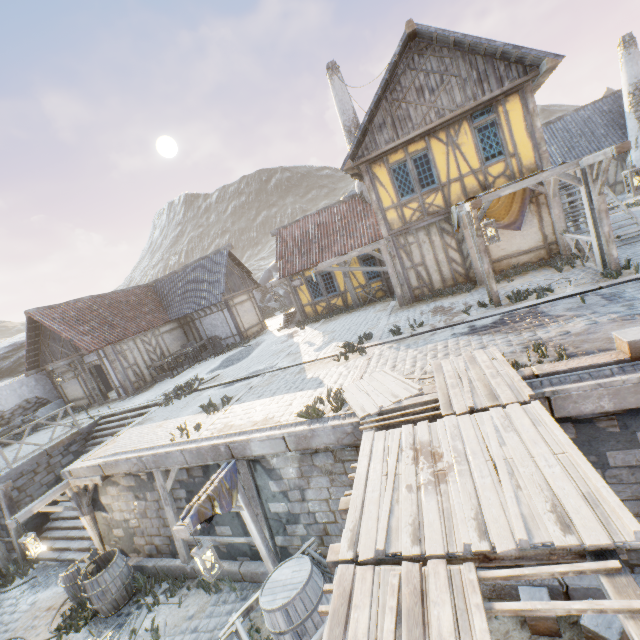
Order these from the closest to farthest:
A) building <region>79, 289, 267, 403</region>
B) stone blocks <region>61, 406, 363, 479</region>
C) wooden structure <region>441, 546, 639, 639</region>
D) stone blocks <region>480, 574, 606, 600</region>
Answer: wooden structure <region>441, 546, 639, 639</region>
stone blocks <region>480, 574, 606, 600</region>
stone blocks <region>61, 406, 363, 479</region>
building <region>79, 289, 267, 403</region>

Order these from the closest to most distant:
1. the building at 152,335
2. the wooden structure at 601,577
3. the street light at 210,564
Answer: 1. the wooden structure at 601,577
2. the street light at 210,564
3. the building at 152,335

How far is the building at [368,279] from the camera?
16.66m

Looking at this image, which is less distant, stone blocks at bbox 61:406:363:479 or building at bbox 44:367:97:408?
stone blocks at bbox 61:406:363:479

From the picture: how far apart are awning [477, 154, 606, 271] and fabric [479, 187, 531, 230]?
0.0m

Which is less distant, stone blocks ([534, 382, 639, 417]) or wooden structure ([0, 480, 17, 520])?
stone blocks ([534, 382, 639, 417])

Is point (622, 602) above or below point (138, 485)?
above

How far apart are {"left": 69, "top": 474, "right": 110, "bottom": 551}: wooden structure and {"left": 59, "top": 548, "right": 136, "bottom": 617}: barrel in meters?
1.1 m
